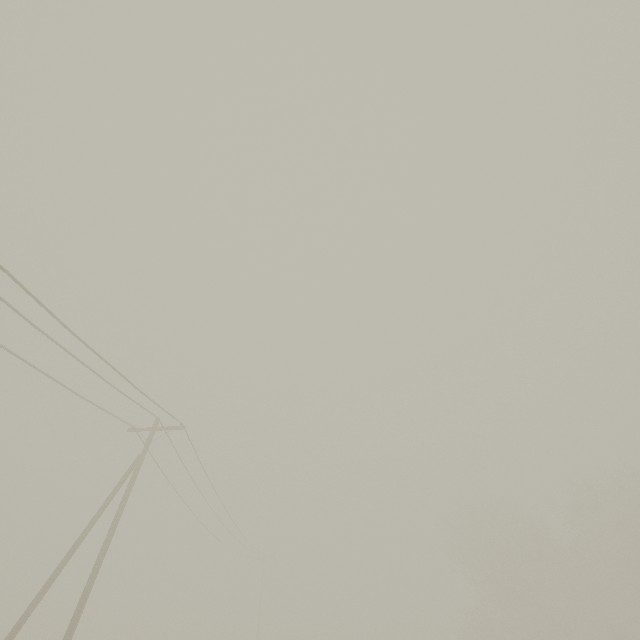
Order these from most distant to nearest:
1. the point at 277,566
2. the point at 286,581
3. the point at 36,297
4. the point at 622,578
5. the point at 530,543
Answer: the point at 286,581
the point at 277,566
the point at 530,543
the point at 622,578
the point at 36,297
